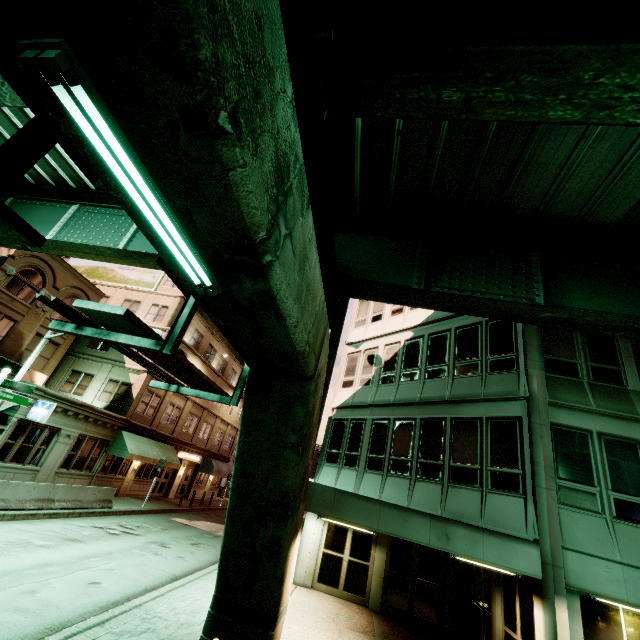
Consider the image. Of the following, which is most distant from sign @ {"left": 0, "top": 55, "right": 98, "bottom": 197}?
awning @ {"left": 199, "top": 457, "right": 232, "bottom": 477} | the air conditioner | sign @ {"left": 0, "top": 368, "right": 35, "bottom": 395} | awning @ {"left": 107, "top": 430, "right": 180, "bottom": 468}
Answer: awning @ {"left": 199, "top": 457, "right": 232, "bottom": 477}

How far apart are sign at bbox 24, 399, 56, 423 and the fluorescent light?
16.8m

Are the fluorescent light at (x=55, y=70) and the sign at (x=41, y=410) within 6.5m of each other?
no

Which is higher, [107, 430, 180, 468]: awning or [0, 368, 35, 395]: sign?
[0, 368, 35, 395]: sign

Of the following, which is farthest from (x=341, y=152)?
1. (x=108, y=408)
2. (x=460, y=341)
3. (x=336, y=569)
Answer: (x=108, y=408)

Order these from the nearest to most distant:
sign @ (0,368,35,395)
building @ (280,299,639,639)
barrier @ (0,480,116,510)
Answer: building @ (280,299,639,639), sign @ (0,368,35,395), barrier @ (0,480,116,510)

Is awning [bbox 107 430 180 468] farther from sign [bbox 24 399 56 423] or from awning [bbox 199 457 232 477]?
awning [bbox 199 457 232 477]

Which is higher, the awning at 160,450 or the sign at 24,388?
the sign at 24,388
